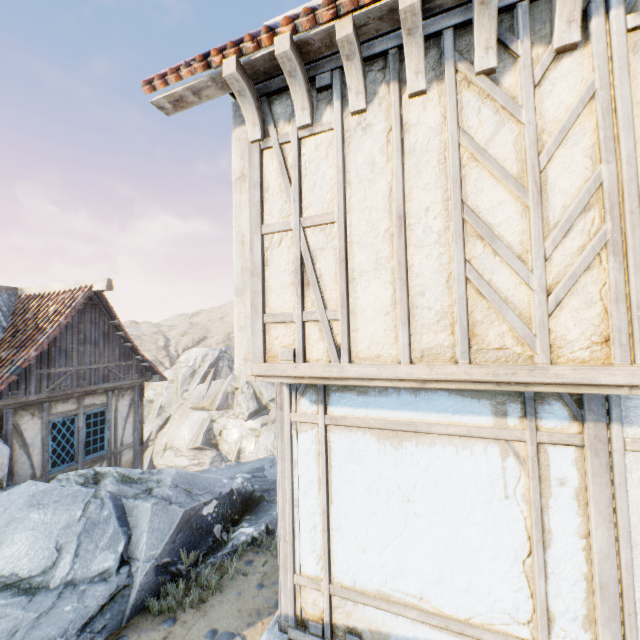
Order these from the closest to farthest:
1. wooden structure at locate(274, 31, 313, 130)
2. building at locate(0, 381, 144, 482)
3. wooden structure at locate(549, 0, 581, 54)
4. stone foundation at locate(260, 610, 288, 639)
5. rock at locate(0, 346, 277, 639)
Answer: wooden structure at locate(549, 0, 581, 54)
wooden structure at locate(274, 31, 313, 130)
stone foundation at locate(260, 610, 288, 639)
rock at locate(0, 346, 277, 639)
building at locate(0, 381, 144, 482)

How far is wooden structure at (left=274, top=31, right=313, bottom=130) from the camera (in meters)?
2.72

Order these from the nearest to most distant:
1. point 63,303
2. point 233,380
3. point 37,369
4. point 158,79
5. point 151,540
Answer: point 158,79
point 151,540
point 37,369
point 63,303
point 233,380

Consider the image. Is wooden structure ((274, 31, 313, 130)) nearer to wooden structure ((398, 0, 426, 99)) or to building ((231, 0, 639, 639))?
building ((231, 0, 639, 639))

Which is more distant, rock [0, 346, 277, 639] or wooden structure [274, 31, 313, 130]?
rock [0, 346, 277, 639]

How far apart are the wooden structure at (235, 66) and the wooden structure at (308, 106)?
0.4m

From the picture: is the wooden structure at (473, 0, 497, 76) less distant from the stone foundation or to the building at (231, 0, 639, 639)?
the building at (231, 0, 639, 639)

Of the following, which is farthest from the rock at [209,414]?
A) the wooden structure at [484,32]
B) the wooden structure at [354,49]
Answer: the wooden structure at [484,32]
